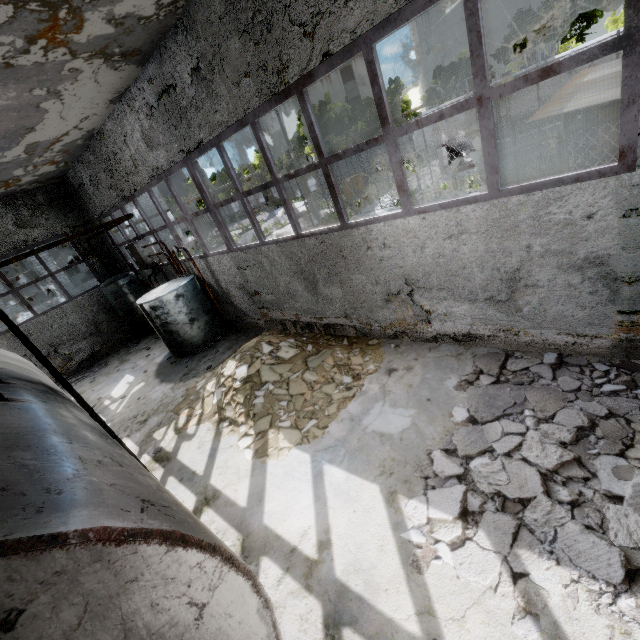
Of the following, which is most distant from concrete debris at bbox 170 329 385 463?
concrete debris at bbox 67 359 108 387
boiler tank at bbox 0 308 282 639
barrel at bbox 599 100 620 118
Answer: barrel at bbox 599 100 620 118

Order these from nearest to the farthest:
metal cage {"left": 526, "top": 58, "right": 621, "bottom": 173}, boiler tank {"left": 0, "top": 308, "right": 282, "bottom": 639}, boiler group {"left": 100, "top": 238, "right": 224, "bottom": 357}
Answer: boiler tank {"left": 0, "top": 308, "right": 282, "bottom": 639} < metal cage {"left": 526, "top": 58, "right": 621, "bottom": 173} < boiler group {"left": 100, "top": 238, "right": 224, "bottom": 357}

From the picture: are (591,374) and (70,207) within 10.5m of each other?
no

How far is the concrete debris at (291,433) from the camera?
5.8m

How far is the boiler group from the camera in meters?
9.9

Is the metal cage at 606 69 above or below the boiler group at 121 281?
above

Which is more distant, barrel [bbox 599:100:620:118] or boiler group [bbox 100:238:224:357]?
boiler group [bbox 100:238:224:357]

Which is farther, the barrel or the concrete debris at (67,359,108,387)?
the concrete debris at (67,359,108,387)
